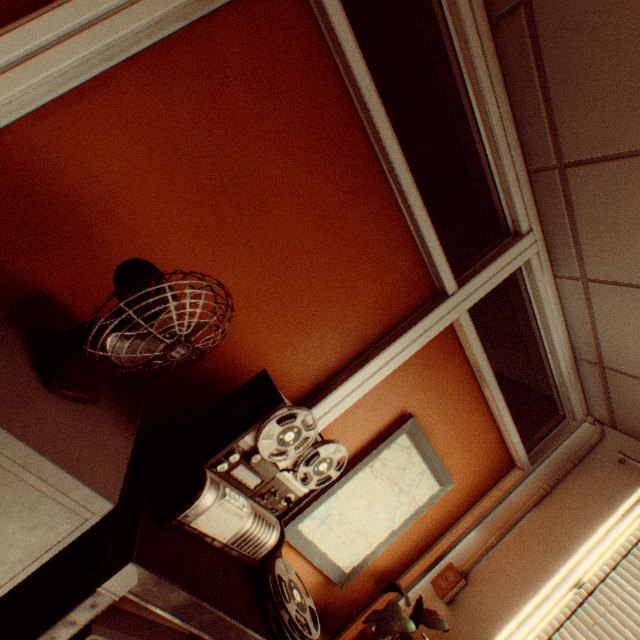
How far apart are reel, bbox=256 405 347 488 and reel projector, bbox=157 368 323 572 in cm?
0

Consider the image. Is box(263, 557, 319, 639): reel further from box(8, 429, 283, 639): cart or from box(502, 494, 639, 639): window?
box(502, 494, 639, 639): window

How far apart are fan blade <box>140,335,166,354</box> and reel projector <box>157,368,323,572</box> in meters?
0.3

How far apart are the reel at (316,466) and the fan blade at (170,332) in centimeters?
37cm

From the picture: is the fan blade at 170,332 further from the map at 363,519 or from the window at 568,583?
the window at 568,583

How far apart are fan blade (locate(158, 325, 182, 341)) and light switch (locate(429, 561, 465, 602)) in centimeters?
231cm

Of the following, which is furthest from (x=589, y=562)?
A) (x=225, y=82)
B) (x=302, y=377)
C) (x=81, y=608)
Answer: (x=225, y=82)

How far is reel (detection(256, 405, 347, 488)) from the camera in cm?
111
